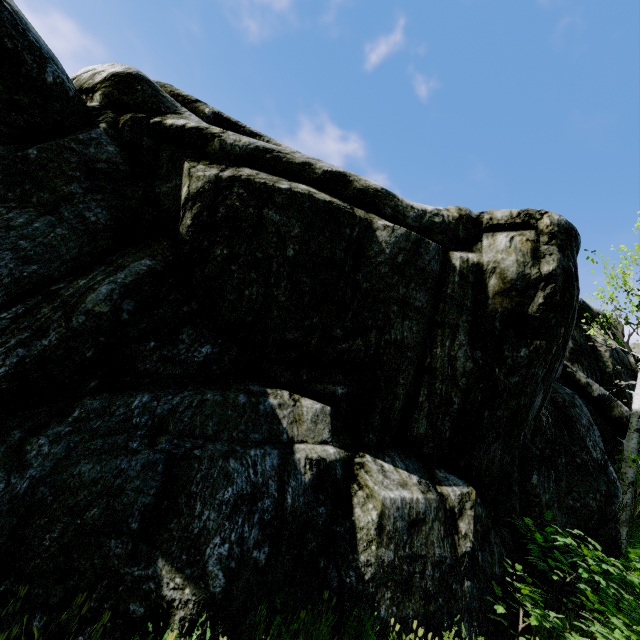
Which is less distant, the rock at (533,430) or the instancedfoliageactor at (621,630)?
the rock at (533,430)

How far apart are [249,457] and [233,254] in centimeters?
306cm

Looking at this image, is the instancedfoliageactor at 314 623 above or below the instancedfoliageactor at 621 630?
below

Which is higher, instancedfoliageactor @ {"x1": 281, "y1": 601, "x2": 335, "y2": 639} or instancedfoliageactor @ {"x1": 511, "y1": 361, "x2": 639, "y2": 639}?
instancedfoliageactor @ {"x1": 511, "y1": 361, "x2": 639, "y2": 639}

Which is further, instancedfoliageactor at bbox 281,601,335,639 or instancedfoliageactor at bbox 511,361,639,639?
instancedfoliageactor at bbox 511,361,639,639

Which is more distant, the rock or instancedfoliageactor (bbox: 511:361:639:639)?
instancedfoliageactor (bbox: 511:361:639:639)
